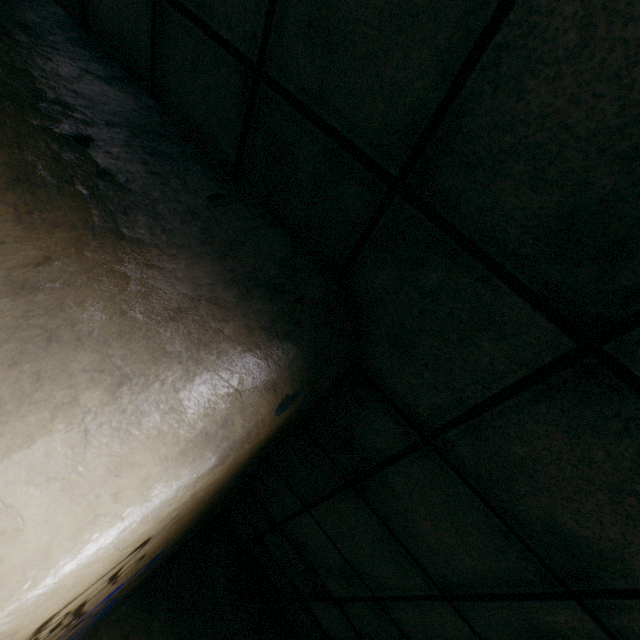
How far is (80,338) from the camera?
0.7 meters
